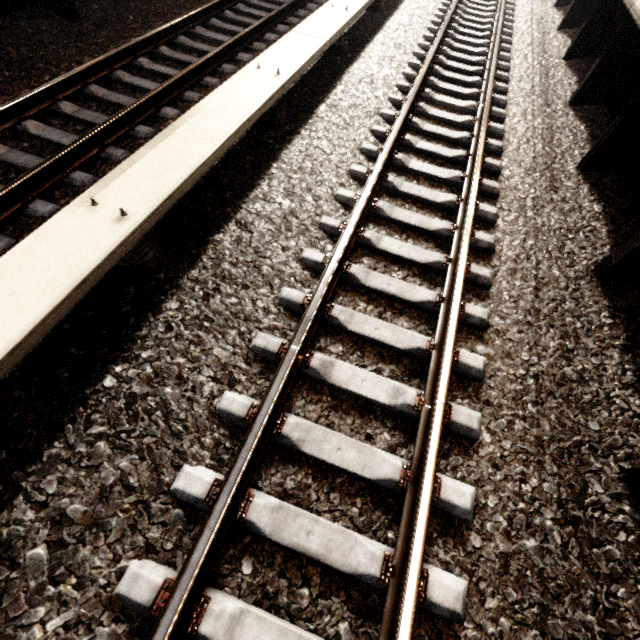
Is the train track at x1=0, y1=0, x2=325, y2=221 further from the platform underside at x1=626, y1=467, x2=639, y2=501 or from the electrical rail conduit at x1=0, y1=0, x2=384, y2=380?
the platform underside at x1=626, y1=467, x2=639, y2=501

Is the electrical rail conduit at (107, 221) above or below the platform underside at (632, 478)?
above

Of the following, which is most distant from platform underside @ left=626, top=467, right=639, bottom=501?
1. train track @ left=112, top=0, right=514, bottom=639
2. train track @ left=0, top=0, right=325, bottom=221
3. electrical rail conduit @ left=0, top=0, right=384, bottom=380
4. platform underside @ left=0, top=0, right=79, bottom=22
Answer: platform underside @ left=0, top=0, right=79, bottom=22

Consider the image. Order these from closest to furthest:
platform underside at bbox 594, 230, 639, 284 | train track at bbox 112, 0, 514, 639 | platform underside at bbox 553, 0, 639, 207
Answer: train track at bbox 112, 0, 514, 639 → platform underside at bbox 594, 230, 639, 284 → platform underside at bbox 553, 0, 639, 207

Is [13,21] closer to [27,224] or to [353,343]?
[27,224]

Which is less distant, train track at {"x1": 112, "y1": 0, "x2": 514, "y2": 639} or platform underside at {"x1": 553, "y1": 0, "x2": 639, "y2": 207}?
train track at {"x1": 112, "y1": 0, "x2": 514, "y2": 639}

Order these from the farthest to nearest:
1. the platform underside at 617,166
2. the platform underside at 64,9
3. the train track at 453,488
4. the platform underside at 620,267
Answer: the platform underside at 64,9 < the platform underside at 617,166 < the platform underside at 620,267 < the train track at 453,488

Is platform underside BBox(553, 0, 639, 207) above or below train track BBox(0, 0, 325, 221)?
above
